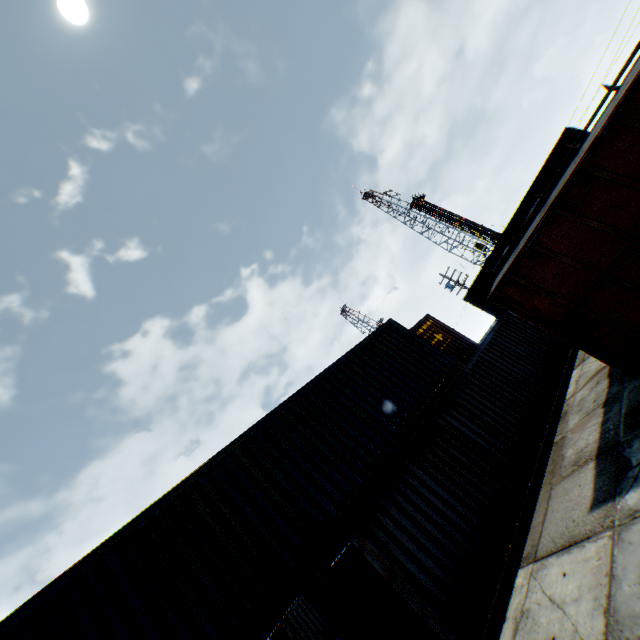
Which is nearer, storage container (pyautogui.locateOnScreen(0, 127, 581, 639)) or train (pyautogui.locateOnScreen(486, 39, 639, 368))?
storage container (pyautogui.locateOnScreen(0, 127, 581, 639))

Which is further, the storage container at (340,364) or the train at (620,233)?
the train at (620,233)

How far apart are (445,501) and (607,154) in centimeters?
789cm
